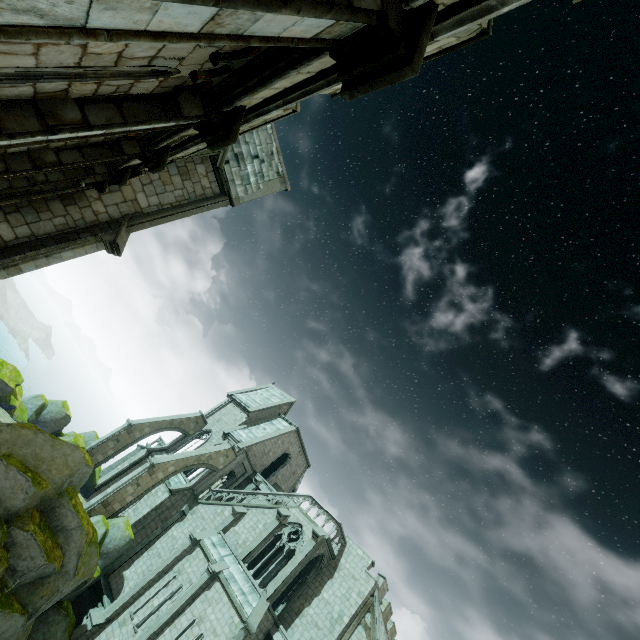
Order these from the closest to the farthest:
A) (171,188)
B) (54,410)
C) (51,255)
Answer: (51,255) → (171,188) → (54,410)

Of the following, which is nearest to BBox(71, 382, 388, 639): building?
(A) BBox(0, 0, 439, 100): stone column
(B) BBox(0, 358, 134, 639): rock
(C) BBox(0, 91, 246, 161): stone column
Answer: (B) BBox(0, 358, 134, 639): rock

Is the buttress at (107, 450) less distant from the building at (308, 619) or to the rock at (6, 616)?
the building at (308, 619)

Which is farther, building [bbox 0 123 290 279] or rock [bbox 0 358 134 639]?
rock [bbox 0 358 134 639]

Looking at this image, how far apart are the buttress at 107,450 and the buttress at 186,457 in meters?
Answer: 5.9 m

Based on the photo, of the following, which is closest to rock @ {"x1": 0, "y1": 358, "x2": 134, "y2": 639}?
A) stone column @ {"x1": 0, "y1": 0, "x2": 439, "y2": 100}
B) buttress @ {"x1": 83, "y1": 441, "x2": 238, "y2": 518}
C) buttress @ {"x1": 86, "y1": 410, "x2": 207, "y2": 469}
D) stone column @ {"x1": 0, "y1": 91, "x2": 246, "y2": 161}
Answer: buttress @ {"x1": 83, "y1": 441, "x2": 238, "y2": 518}

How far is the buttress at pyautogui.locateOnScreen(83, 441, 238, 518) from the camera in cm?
2331
